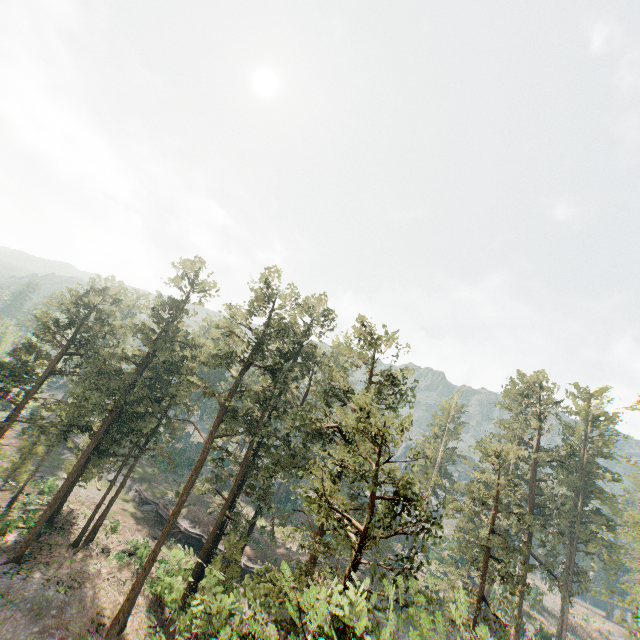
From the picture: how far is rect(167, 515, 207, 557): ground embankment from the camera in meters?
40.5

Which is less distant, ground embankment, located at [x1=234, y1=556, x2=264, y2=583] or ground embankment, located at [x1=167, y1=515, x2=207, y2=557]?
ground embankment, located at [x1=234, y1=556, x2=264, y2=583]

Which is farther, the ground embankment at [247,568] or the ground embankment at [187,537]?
the ground embankment at [187,537]

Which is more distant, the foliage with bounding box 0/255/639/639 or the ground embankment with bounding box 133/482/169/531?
the ground embankment with bounding box 133/482/169/531

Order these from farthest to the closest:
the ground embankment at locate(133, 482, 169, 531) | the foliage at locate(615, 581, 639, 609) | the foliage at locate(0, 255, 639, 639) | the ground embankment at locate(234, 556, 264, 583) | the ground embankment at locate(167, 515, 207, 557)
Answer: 1. the ground embankment at locate(133, 482, 169, 531)
2. the ground embankment at locate(167, 515, 207, 557)
3. the ground embankment at locate(234, 556, 264, 583)
4. the foliage at locate(615, 581, 639, 609)
5. the foliage at locate(0, 255, 639, 639)

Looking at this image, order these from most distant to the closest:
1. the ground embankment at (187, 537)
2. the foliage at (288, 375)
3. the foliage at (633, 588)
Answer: the ground embankment at (187, 537) < the foliage at (633, 588) < the foliage at (288, 375)

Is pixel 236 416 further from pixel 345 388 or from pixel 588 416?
pixel 588 416
